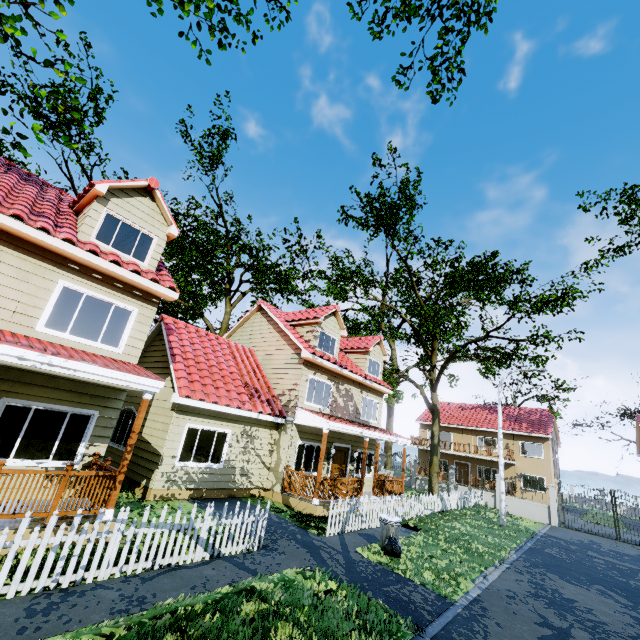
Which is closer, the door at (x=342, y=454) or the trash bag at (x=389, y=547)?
the trash bag at (x=389, y=547)

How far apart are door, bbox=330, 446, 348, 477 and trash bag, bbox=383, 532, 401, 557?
6.56m

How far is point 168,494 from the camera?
10.7m

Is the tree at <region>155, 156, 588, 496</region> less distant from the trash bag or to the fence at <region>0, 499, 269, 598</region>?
the fence at <region>0, 499, 269, 598</region>

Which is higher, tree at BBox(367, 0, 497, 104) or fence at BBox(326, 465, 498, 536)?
tree at BBox(367, 0, 497, 104)

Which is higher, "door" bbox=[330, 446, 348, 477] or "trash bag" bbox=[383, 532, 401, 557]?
"door" bbox=[330, 446, 348, 477]

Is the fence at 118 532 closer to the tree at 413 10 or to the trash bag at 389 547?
the tree at 413 10

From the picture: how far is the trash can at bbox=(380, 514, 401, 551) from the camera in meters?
9.5 m
